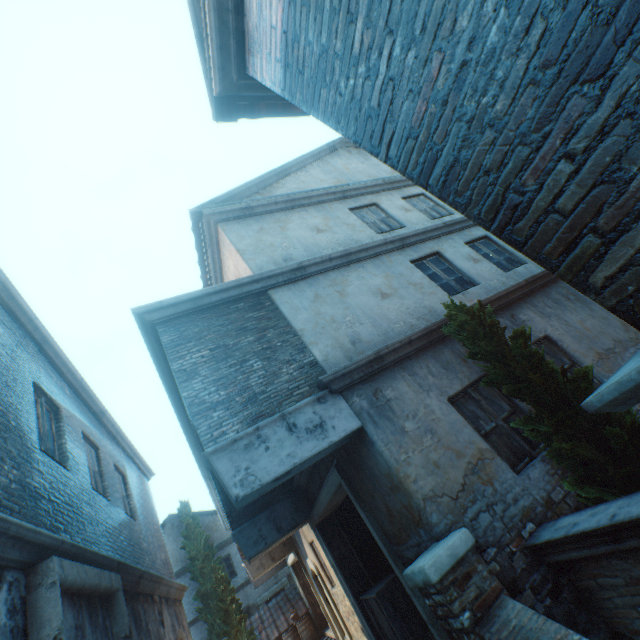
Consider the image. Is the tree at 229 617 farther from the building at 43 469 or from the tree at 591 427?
the tree at 591 427

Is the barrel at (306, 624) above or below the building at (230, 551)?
below

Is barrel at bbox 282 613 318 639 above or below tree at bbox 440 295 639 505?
below

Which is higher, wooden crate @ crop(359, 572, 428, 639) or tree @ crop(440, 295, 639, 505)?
tree @ crop(440, 295, 639, 505)

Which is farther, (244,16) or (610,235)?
(244,16)

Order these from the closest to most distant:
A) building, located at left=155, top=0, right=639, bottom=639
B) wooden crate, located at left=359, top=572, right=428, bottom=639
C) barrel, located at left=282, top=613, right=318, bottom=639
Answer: building, located at left=155, top=0, right=639, bottom=639 < wooden crate, located at left=359, top=572, right=428, bottom=639 < barrel, located at left=282, top=613, right=318, bottom=639

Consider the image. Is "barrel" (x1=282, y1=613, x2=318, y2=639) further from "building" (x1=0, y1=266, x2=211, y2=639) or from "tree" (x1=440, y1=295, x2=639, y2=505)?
"tree" (x1=440, y1=295, x2=639, y2=505)

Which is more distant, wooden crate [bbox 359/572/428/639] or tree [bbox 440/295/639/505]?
wooden crate [bbox 359/572/428/639]
